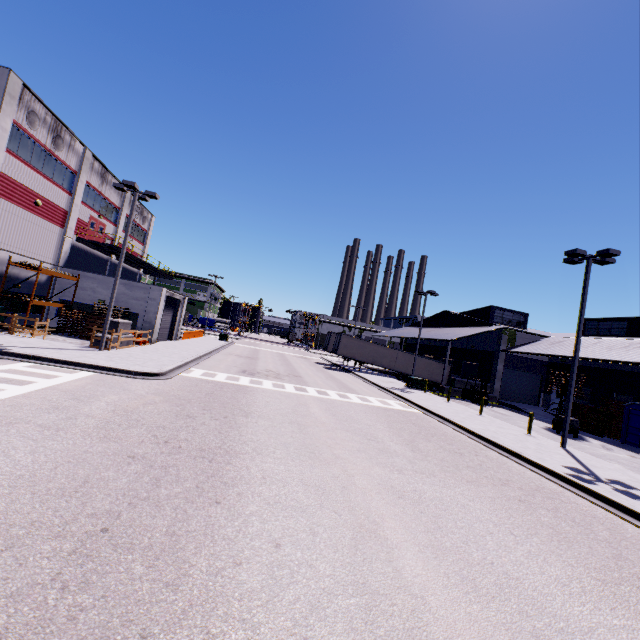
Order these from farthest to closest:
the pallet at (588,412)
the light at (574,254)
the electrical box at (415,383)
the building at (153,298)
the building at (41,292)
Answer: the electrical box at (415,383) < the building at (153,298) < the building at (41,292) < the pallet at (588,412) < the light at (574,254)

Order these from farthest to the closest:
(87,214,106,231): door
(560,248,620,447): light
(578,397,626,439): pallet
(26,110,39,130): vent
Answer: (87,214,106,231): door → (578,397,626,439): pallet → (26,110,39,130): vent → (560,248,620,447): light

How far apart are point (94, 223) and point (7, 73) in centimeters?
1288cm

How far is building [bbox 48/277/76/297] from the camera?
25.5m

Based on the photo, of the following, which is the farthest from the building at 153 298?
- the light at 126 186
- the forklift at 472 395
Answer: the light at 126 186

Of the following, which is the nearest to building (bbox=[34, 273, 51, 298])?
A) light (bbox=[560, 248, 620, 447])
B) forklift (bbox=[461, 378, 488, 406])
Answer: forklift (bbox=[461, 378, 488, 406])

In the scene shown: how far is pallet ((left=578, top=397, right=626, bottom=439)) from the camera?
23.11m

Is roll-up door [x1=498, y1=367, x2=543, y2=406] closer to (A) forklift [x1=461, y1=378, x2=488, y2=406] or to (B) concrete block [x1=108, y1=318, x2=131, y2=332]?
(A) forklift [x1=461, y1=378, x2=488, y2=406]
